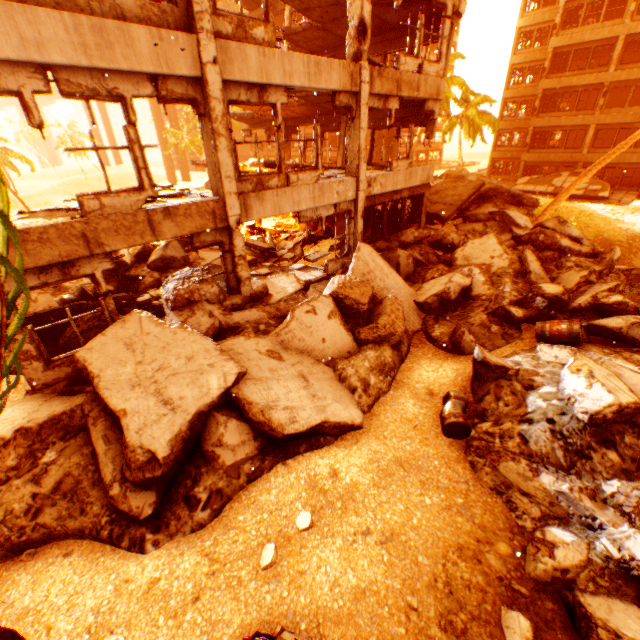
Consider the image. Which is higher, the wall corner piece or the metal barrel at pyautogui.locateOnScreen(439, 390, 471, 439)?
the wall corner piece

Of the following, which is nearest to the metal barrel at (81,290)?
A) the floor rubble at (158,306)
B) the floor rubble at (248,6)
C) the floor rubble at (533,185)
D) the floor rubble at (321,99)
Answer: the floor rubble at (158,306)

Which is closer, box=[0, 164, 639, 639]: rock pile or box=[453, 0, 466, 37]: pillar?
box=[0, 164, 639, 639]: rock pile

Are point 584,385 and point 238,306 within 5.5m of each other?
no

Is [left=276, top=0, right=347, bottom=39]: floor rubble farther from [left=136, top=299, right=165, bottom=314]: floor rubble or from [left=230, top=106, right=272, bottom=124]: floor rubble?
[left=136, top=299, right=165, bottom=314]: floor rubble

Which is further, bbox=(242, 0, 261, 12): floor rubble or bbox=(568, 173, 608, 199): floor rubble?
bbox=(568, 173, 608, 199): floor rubble

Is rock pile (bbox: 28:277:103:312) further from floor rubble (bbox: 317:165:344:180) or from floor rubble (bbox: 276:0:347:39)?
floor rubble (bbox: 276:0:347:39)

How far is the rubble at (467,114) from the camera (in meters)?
26.64
